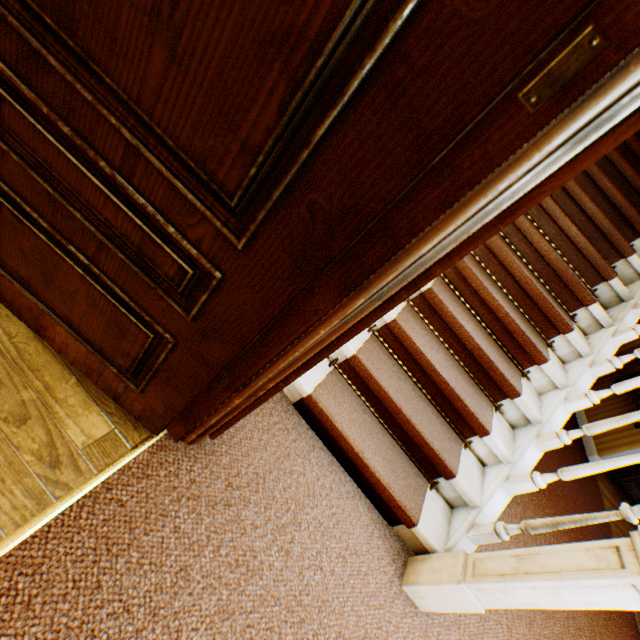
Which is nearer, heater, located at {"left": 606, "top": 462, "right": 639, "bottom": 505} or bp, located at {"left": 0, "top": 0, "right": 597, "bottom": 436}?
bp, located at {"left": 0, "top": 0, "right": 597, "bottom": 436}

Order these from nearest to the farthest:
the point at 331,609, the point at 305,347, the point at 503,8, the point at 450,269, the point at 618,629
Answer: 1. the point at 503,8
2. the point at 305,347
3. the point at 331,609
4. the point at 450,269
5. the point at 618,629

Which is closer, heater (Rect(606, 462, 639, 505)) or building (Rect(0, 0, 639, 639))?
building (Rect(0, 0, 639, 639))

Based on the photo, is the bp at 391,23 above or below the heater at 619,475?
above

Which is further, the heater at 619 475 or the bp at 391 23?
the heater at 619 475

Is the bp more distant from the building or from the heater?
the heater

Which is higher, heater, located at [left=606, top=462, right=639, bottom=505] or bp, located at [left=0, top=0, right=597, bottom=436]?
bp, located at [left=0, top=0, right=597, bottom=436]
